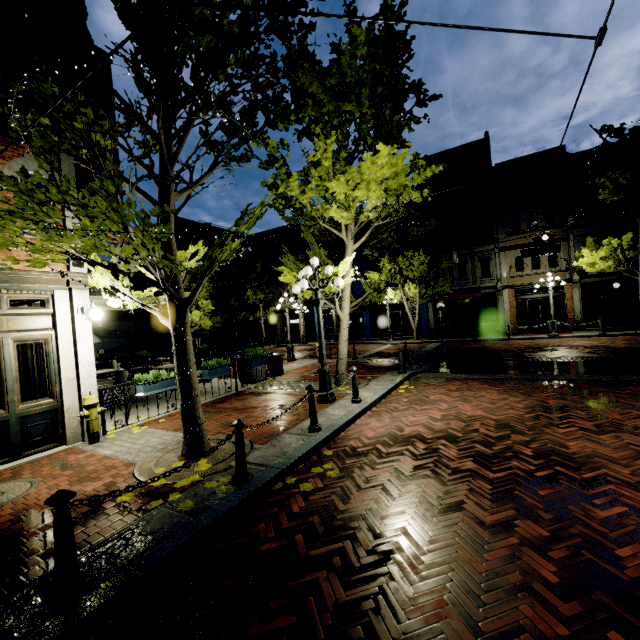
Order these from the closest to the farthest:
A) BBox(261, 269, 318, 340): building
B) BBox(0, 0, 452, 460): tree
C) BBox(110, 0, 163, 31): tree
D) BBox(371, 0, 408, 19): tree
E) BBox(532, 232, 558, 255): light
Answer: BBox(110, 0, 163, 31): tree → BBox(0, 0, 452, 460): tree → BBox(371, 0, 408, 19): tree → BBox(532, 232, 558, 255): light → BBox(261, 269, 318, 340): building

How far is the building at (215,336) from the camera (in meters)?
34.79

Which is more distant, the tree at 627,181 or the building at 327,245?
the building at 327,245

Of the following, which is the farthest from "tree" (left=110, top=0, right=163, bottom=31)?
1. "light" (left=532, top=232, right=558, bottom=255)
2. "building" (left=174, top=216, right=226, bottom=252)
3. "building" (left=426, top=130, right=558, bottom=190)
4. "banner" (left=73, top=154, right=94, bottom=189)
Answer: "building" (left=174, top=216, right=226, bottom=252)

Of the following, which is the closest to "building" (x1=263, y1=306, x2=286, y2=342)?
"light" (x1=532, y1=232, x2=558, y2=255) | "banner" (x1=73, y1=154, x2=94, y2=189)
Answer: "light" (x1=532, y1=232, x2=558, y2=255)

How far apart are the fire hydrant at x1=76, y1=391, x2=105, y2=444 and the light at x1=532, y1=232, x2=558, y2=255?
17.0 meters

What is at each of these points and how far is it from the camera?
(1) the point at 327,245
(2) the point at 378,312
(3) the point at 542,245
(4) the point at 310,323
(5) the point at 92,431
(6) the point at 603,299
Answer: (1) building, 30.4 meters
(2) building, 29.0 meters
(3) light, 14.3 meters
(4) building, 33.9 meters
(5) fire hydrant, 6.4 meters
(6) building, 20.6 meters

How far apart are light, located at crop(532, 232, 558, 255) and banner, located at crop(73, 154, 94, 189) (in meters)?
16.24
